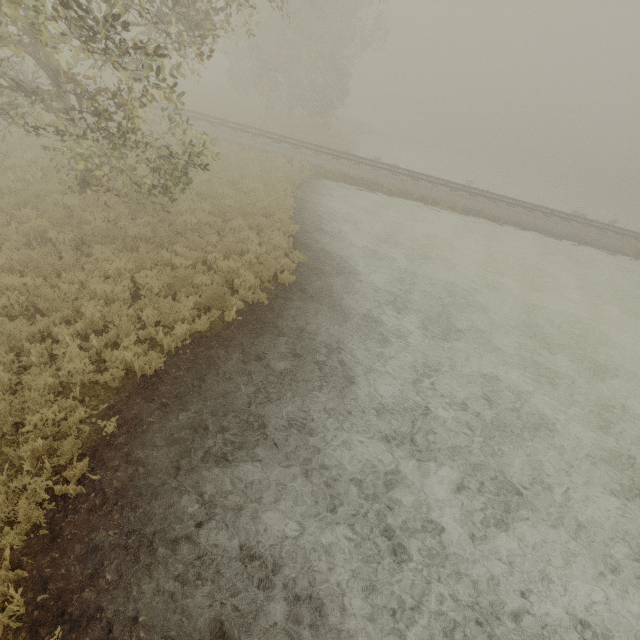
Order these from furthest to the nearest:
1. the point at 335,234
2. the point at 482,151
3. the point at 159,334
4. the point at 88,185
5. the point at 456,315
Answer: the point at 482,151
the point at 335,234
the point at 456,315
the point at 88,185
the point at 159,334
